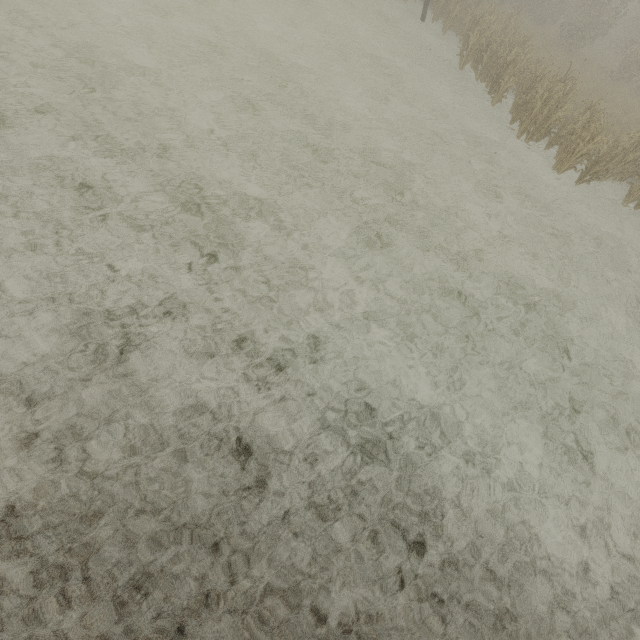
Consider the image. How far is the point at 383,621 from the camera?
3.47m
